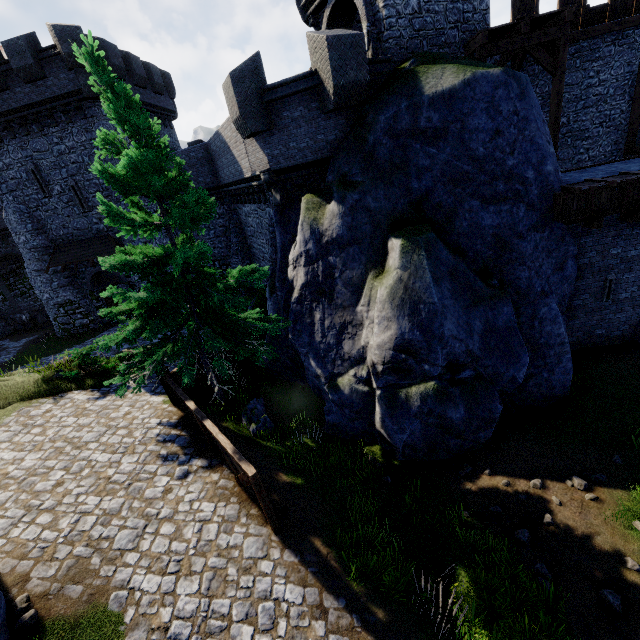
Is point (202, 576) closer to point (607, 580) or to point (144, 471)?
point (144, 471)

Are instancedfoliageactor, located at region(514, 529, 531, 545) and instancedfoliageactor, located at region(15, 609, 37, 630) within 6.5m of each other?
no

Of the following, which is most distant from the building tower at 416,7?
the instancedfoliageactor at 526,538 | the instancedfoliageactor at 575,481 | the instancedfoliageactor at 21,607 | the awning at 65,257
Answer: the instancedfoliageactor at 21,607

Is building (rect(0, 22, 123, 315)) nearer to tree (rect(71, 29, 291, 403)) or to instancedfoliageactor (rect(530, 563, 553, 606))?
tree (rect(71, 29, 291, 403))

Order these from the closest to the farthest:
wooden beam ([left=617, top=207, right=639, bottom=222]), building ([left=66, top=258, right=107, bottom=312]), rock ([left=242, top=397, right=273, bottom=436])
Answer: wooden beam ([left=617, top=207, right=639, bottom=222]), rock ([left=242, top=397, right=273, bottom=436]), building ([left=66, top=258, right=107, bottom=312])

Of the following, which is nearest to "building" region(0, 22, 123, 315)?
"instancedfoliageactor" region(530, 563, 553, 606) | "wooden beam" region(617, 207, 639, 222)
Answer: "wooden beam" region(617, 207, 639, 222)

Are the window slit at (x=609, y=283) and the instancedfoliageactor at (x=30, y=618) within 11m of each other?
no

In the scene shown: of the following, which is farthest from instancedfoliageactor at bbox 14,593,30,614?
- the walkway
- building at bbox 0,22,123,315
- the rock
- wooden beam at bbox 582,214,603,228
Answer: building at bbox 0,22,123,315
